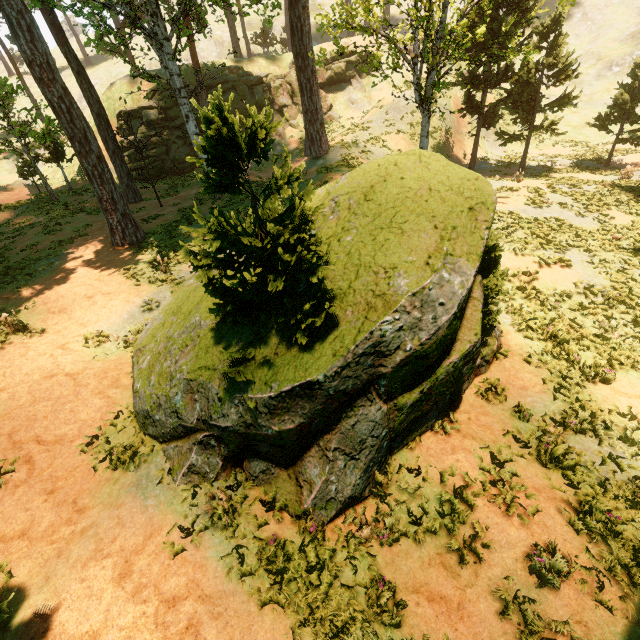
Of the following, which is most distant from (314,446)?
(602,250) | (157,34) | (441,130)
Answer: (441,130)

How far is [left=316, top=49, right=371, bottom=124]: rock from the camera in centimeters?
3303cm

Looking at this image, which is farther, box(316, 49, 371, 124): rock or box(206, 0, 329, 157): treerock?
box(316, 49, 371, 124): rock

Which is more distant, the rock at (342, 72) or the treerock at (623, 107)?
the rock at (342, 72)

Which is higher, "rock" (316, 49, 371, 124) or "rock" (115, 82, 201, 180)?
"rock" (316, 49, 371, 124)

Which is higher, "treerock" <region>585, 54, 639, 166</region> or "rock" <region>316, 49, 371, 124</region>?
"rock" <region>316, 49, 371, 124</region>

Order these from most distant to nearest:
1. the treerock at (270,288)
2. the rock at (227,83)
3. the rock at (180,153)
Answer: the rock at (227,83)
the rock at (180,153)
the treerock at (270,288)
